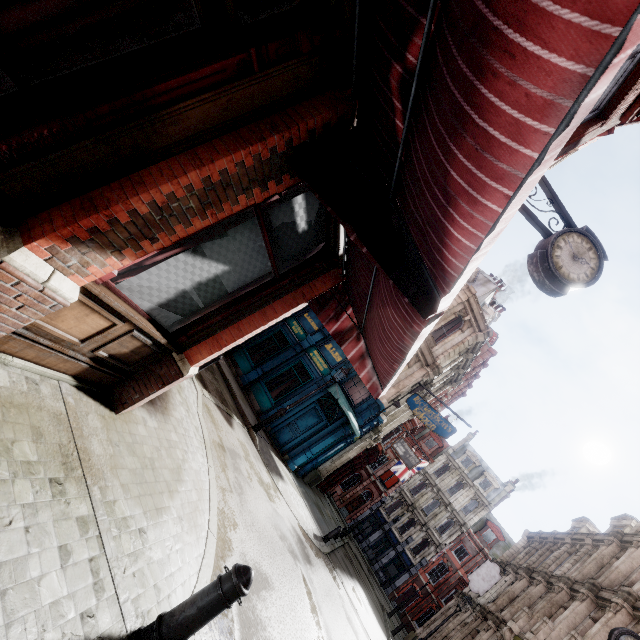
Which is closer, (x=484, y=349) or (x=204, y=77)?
(x=204, y=77)

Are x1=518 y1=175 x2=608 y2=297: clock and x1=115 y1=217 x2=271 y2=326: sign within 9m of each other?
yes

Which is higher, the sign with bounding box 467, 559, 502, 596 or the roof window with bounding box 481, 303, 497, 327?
the roof window with bounding box 481, 303, 497, 327

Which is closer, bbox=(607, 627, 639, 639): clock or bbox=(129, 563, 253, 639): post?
bbox=(129, 563, 253, 639): post

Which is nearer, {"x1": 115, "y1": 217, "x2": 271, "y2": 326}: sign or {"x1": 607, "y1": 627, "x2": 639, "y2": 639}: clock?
{"x1": 115, "y1": 217, "x2": 271, "y2": 326}: sign

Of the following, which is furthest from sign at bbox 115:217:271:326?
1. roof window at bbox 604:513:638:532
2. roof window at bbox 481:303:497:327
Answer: roof window at bbox 604:513:638:532

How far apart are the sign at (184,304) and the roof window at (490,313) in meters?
19.9 m

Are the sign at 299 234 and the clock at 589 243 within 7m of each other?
yes
